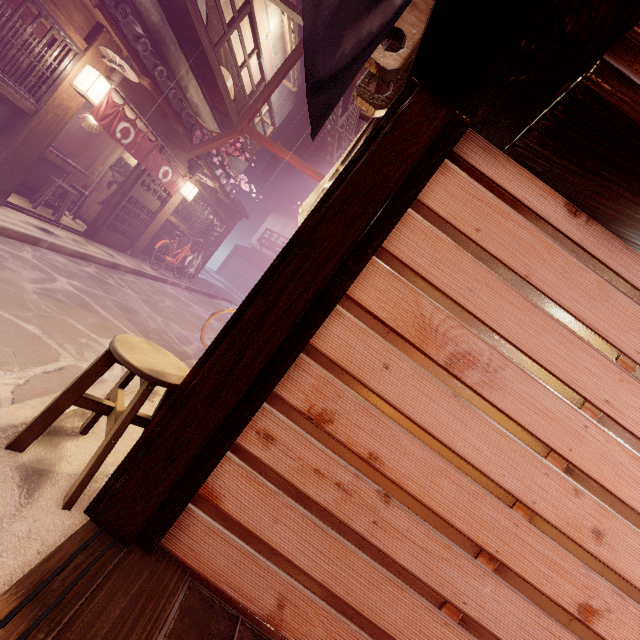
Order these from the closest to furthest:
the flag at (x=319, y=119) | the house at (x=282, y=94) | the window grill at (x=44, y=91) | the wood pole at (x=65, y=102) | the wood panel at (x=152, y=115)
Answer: the flag at (x=319, y=119) < the window grill at (x=44, y=91) < the wood pole at (x=65, y=102) < the wood panel at (x=152, y=115) < the house at (x=282, y=94)

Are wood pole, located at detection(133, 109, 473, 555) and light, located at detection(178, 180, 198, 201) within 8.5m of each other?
no

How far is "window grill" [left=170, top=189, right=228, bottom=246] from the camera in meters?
17.6 m

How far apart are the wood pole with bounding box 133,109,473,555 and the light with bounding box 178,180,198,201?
15.8m

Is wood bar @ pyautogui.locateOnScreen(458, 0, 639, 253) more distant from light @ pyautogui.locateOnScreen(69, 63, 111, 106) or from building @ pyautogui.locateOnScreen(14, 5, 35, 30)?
building @ pyautogui.locateOnScreen(14, 5, 35, 30)

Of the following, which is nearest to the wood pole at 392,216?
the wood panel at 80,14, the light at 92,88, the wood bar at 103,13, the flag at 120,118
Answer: the wood bar at 103,13

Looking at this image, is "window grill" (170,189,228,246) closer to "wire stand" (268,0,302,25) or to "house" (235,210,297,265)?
"wire stand" (268,0,302,25)

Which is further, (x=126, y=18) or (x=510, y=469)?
(x=126, y=18)
